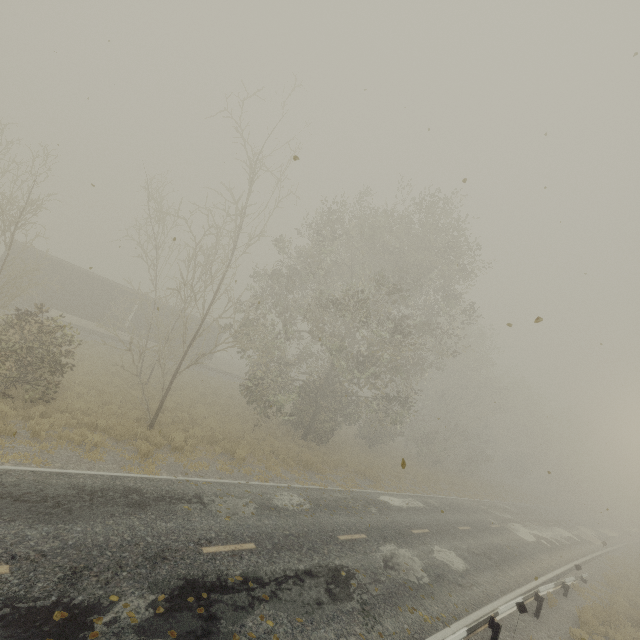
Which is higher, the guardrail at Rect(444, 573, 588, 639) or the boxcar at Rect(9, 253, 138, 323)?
the boxcar at Rect(9, 253, 138, 323)

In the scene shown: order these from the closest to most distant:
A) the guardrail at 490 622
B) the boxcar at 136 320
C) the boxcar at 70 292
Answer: the guardrail at 490 622 → the boxcar at 70 292 → the boxcar at 136 320

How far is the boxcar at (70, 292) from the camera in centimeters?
2480cm

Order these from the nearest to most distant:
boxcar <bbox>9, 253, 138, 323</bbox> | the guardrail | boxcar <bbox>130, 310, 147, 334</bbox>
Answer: the guardrail < boxcar <bbox>9, 253, 138, 323</bbox> < boxcar <bbox>130, 310, 147, 334</bbox>

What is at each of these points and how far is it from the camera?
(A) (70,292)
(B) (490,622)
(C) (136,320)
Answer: (A) boxcar, 26.0m
(B) guardrail, 8.6m
(C) boxcar, 29.6m

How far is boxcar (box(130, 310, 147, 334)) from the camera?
29.4m
